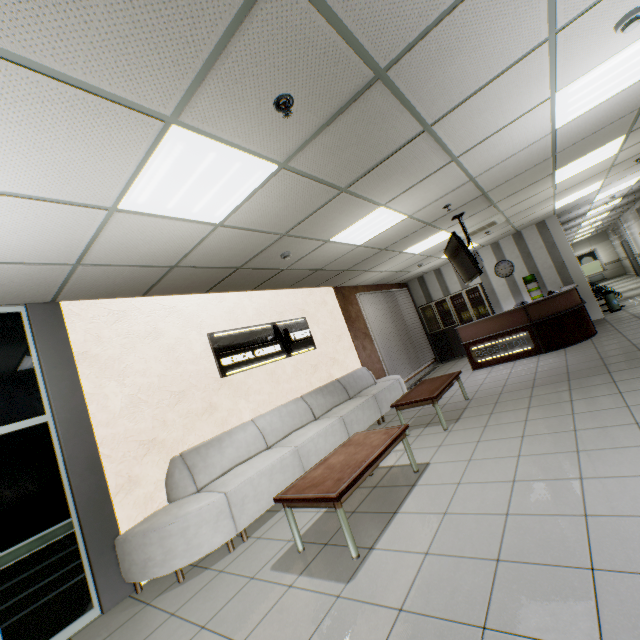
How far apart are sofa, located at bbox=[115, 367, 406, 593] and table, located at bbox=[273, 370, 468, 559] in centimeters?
77cm

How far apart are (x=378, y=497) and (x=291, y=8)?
4.04m

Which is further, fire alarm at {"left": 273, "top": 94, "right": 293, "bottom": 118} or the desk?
the desk

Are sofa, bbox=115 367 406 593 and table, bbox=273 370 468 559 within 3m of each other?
yes

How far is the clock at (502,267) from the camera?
10.35m

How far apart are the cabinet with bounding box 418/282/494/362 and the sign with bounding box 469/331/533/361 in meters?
2.8

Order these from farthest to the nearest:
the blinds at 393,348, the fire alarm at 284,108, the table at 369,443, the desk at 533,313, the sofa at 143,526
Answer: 1. the blinds at 393,348
2. the desk at 533,313
3. the sofa at 143,526
4. the table at 369,443
5. the fire alarm at 284,108

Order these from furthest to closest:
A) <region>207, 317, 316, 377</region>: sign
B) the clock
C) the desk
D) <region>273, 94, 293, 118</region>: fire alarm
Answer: the clock
the desk
<region>207, 317, 316, 377</region>: sign
<region>273, 94, 293, 118</region>: fire alarm
